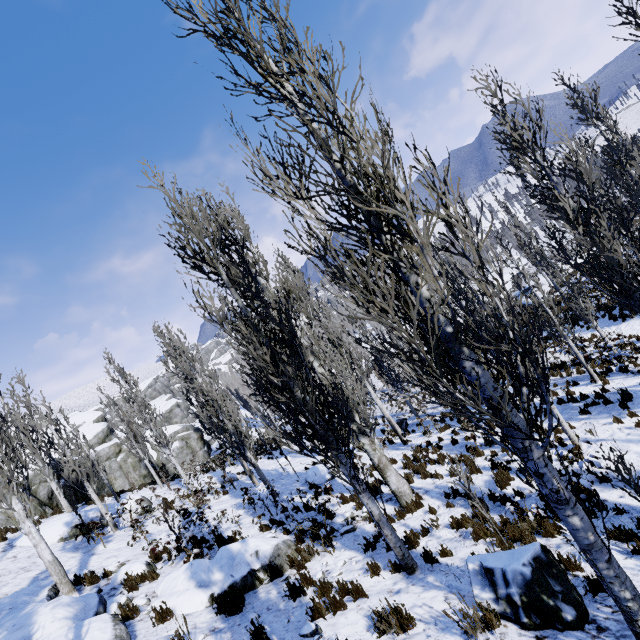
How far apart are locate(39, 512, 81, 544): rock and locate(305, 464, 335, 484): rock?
8.96m

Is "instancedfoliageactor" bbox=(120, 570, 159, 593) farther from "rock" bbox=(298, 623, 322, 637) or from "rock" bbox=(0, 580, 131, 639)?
"rock" bbox=(298, 623, 322, 637)

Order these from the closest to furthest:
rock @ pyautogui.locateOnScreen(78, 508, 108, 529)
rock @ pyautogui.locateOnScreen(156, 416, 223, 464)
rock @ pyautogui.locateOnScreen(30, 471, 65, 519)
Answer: rock @ pyautogui.locateOnScreen(78, 508, 108, 529)
rock @ pyautogui.locateOnScreen(30, 471, 65, 519)
rock @ pyautogui.locateOnScreen(156, 416, 223, 464)

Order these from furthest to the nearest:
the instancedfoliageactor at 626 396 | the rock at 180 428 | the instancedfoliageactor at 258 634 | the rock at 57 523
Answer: the rock at 180 428, the rock at 57 523, the instancedfoliageactor at 626 396, the instancedfoliageactor at 258 634

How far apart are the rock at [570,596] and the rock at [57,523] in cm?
1568

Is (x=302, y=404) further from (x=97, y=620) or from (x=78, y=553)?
(x=78, y=553)

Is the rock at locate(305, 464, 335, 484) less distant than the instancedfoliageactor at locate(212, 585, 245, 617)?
No

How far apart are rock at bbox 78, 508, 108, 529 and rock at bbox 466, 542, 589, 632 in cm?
1568
